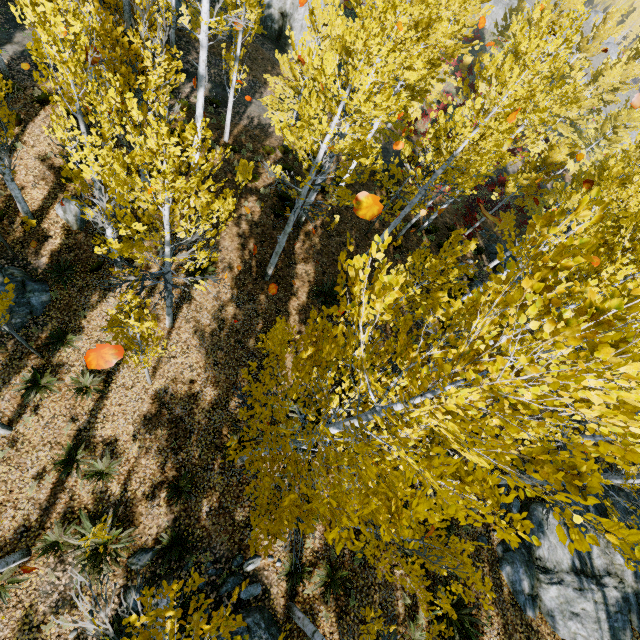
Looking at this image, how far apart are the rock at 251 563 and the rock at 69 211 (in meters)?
11.82

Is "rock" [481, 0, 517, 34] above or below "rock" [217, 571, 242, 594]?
above

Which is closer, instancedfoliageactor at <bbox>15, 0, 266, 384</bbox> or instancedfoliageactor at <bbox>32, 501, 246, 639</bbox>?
instancedfoliageactor at <bbox>32, 501, 246, 639</bbox>

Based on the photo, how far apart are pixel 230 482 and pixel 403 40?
14.9m

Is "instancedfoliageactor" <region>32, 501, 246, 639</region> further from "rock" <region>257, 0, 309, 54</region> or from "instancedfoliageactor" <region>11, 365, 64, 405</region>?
"rock" <region>257, 0, 309, 54</region>

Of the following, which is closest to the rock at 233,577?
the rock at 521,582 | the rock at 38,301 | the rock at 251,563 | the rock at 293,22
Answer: the rock at 251,563

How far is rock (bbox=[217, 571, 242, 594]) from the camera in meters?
8.0 m

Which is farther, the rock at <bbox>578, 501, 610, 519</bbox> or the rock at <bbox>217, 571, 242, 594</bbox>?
the rock at <bbox>578, 501, 610, 519</bbox>
